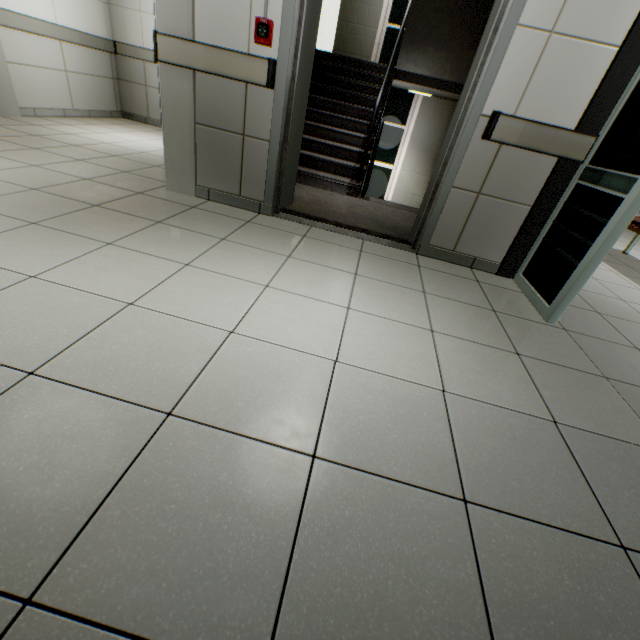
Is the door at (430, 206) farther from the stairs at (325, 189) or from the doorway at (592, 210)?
the doorway at (592, 210)

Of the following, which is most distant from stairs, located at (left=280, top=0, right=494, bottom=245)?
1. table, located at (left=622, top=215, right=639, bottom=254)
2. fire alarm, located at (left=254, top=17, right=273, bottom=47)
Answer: table, located at (left=622, top=215, right=639, bottom=254)

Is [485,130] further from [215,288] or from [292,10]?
[215,288]

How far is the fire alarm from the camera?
2.3 meters

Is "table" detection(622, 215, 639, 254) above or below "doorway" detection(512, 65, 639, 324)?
above

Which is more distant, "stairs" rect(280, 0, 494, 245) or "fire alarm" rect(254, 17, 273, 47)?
"stairs" rect(280, 0, 494, 245)

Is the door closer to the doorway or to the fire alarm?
the fire alarm

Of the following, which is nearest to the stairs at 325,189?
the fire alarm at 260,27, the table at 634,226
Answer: the fire alarm at 260,27
